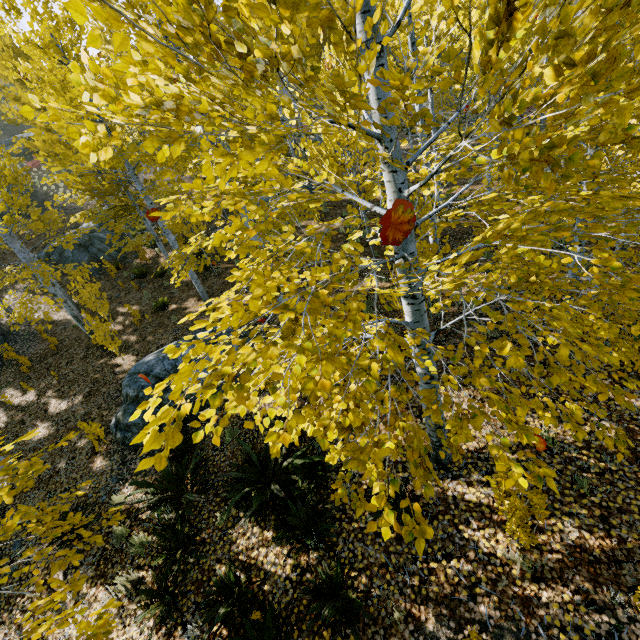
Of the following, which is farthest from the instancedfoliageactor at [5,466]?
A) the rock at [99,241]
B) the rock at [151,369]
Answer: the rock at [151,369]

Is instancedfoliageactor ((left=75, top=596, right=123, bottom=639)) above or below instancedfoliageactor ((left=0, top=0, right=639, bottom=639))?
below

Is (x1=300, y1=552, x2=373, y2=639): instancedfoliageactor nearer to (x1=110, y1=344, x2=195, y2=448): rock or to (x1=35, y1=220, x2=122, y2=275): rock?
(x1=35, y1=220, x2=122, y2=275): rock

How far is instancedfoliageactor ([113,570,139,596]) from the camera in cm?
485

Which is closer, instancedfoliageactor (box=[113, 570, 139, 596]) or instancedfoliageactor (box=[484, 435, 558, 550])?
instancedfoliageactor (box=[484, 435, 558, 550])

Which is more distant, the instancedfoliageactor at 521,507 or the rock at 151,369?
the rock at 151,369

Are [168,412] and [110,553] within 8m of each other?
yes
